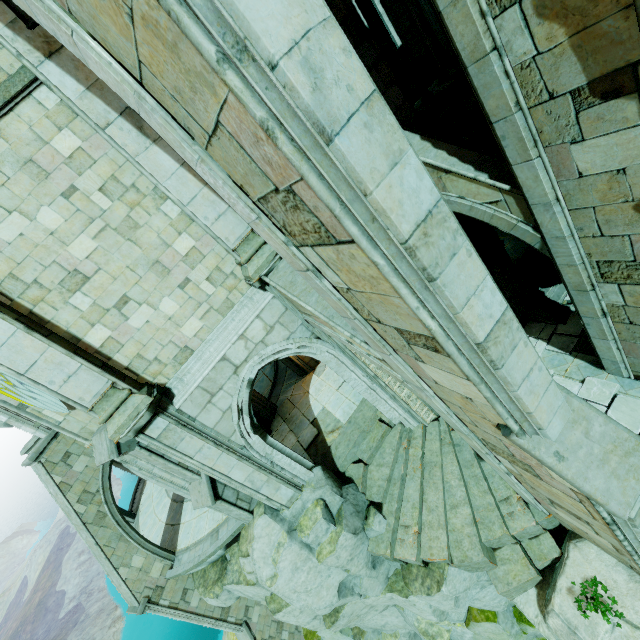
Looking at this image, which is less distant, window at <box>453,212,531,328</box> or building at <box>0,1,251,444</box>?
building at <box>0,1,251,444</box>

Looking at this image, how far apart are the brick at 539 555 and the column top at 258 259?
8.7m

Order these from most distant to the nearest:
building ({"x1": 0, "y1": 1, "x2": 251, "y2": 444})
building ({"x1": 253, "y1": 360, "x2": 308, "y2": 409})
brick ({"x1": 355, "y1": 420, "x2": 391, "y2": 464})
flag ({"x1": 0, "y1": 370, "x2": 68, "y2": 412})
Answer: building ({"x1": 253, "y1": 360, "x2": 308, "y2": 409}) < brick ({"x1": 355, "y1": 420, "x2": 391, "y2": 464}) < flag ({"x1": 0, "y1": 370, "x2": 68, "y2": 412}) < building ({"x1": 0, "y1": 1, "x2": 251, "y2": 444})

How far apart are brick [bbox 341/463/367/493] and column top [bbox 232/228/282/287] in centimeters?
614cm

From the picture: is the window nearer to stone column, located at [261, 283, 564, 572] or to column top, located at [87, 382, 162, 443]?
stone column, located at [261, 283, 564, 572]

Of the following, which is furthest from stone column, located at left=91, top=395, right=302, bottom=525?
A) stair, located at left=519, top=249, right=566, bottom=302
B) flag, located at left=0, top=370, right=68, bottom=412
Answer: stair, located at left=519, top=249, right=566, bottom=302

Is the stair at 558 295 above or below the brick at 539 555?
above

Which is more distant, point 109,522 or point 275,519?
point 109,522
